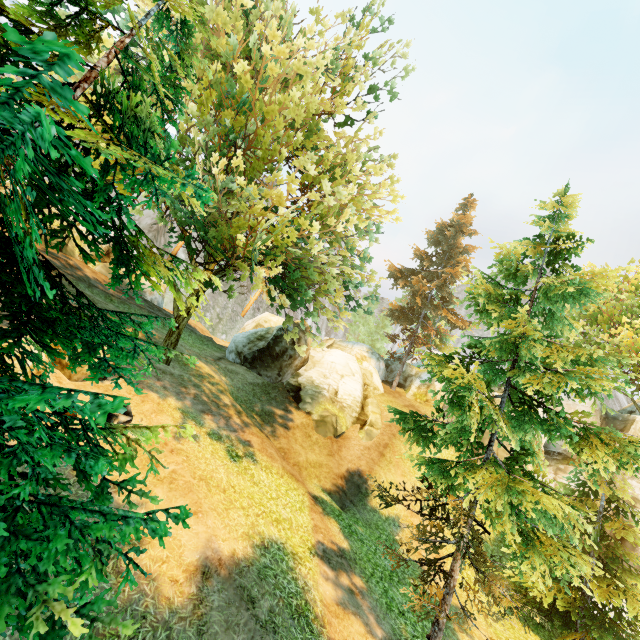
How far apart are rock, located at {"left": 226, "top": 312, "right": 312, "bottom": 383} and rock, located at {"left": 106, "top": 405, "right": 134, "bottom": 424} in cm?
1173

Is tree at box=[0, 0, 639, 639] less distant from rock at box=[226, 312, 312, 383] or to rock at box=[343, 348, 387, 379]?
rock at box=[343, 348, 387, 379]

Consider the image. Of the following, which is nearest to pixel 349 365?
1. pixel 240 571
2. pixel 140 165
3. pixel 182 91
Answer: pixel 240 571

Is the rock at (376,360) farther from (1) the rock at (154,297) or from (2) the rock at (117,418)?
(2) the rock at (117,418)

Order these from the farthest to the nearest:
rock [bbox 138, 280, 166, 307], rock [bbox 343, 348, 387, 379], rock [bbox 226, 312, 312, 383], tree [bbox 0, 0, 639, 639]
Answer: rock [bbox 343, 348, 387, 379], rock [bbox 138, 280, 166, 307], rock [bbox 226, 312, 312, 383], tree [bbox 0, 0, 639, 639]

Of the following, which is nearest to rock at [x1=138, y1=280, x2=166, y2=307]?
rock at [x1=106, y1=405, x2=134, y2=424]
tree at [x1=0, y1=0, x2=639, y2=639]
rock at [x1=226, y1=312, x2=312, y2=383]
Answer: tree at [x1=0, y1=0, x2=639, y2=639]

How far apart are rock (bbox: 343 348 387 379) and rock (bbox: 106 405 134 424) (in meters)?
22.03

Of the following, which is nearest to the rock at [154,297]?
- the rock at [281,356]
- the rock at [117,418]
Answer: the rock at [281,356]
